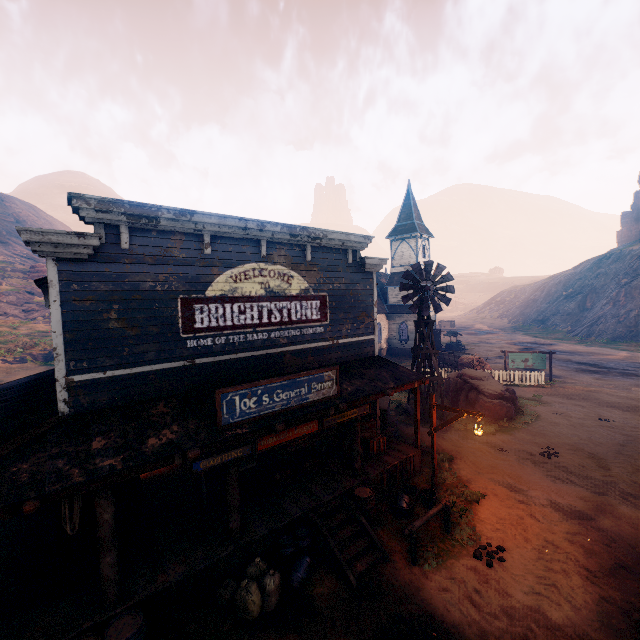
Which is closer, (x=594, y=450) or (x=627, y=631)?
(x=627, y=631)

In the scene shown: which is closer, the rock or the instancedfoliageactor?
the instancedfoliageactor

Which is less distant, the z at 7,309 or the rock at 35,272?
the z at 7,309

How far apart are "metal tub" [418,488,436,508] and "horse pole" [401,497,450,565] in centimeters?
73cm

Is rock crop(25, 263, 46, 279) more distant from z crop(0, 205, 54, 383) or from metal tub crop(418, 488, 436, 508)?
metal tub crop(418, 488, 436, 508)

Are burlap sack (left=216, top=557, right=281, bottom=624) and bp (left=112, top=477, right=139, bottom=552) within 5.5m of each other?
yes

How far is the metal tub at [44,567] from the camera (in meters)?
6.12

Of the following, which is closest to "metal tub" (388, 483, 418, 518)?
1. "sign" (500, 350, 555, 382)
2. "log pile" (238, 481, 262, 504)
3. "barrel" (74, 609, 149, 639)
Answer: "log pile" (238, 481, 262, 504)
